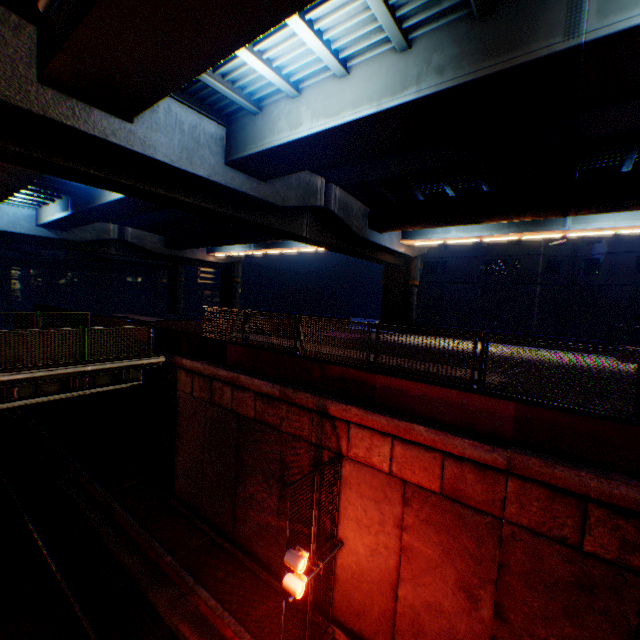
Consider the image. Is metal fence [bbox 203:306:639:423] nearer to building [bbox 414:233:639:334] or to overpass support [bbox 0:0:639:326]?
overpass support [bbox 0:0:639:326]

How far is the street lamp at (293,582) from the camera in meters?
6.8

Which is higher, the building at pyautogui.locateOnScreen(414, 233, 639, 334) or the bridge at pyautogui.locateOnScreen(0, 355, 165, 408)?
the building at pyautogui.locateOnScreen(414, 233, 639, 334)

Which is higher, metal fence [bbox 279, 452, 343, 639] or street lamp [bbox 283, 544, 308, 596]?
street lamp [bbox 283, 544, 308, 596]

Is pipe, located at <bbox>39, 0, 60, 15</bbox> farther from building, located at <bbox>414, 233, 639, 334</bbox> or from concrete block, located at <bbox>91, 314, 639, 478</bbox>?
building, located at <bbox>414, 233, 639, 334</bbox>

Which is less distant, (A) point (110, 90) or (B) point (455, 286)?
(A) point (110, 90)

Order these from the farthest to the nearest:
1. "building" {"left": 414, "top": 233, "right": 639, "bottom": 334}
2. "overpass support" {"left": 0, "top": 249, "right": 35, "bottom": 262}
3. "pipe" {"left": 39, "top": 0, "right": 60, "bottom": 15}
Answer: "overpass support" {"left": 0, "top": 249, "right": 35, "bottom": 262} < "building" {"left": 414, "top": 233, "right": 639, "bottom": 334} < "pipe" {"left": 39, "top": 0, "right": 60, "bottom": 15}

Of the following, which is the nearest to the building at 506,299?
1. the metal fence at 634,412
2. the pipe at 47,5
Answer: the metal fence at 634,412
